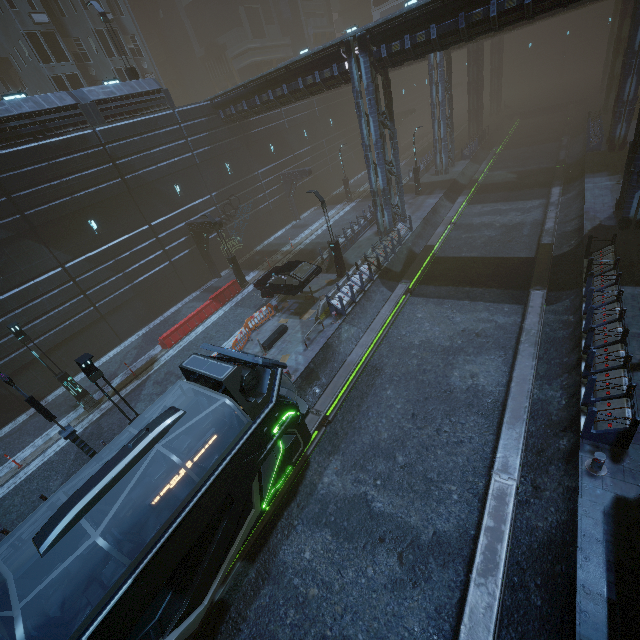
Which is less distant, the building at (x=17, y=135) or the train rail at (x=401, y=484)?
the train rail at (x=401, y=484)

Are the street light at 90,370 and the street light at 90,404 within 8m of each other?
yes

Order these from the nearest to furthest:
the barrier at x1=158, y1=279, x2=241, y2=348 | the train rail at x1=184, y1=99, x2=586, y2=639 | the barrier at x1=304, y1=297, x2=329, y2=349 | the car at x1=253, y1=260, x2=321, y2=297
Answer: the train rail at x1=184, y1=99, x2=586, y2=639 → the barrier at x1=304, y1=297, x2=329, y2=349 → the car at x1=253, y1=260, x2=321, y2=297 → the barrier at x1=158, y1=279, x2=241, y2=348

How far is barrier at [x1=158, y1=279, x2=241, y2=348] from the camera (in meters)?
19.66

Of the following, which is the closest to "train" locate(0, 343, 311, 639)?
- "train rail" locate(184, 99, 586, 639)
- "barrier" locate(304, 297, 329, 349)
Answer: "train rail" locate(184, 99, 586, 639)

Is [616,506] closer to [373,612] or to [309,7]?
[373,612]

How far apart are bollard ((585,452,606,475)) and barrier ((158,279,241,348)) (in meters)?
19.80

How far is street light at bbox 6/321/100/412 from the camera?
13.9 meters
